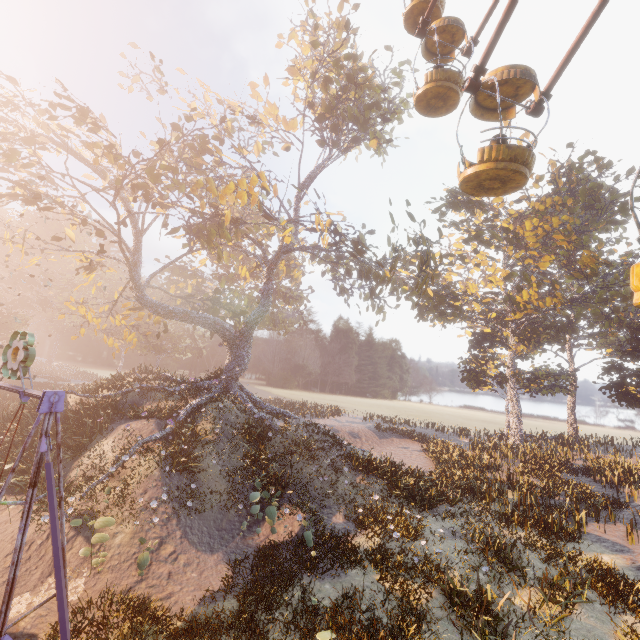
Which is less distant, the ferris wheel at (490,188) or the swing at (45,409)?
the swing at (45,409)

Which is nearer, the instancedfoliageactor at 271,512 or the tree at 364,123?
the instancedfoliageactor at 271,512

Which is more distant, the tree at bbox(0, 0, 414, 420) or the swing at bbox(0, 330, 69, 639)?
the tree at bbox(0, 0, 414, 420)

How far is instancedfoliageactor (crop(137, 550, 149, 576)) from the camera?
9.9 meters

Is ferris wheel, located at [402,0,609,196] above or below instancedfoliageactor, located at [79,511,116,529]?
above

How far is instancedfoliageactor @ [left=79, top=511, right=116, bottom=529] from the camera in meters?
9.9 m

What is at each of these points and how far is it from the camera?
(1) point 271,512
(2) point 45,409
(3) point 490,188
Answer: (1) instancedfoliageactor, 12.5m
(2) swing, 6.4m
(3) ferris wheel, 8.5m

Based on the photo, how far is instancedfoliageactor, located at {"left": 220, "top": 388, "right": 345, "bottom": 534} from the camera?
13.5m
